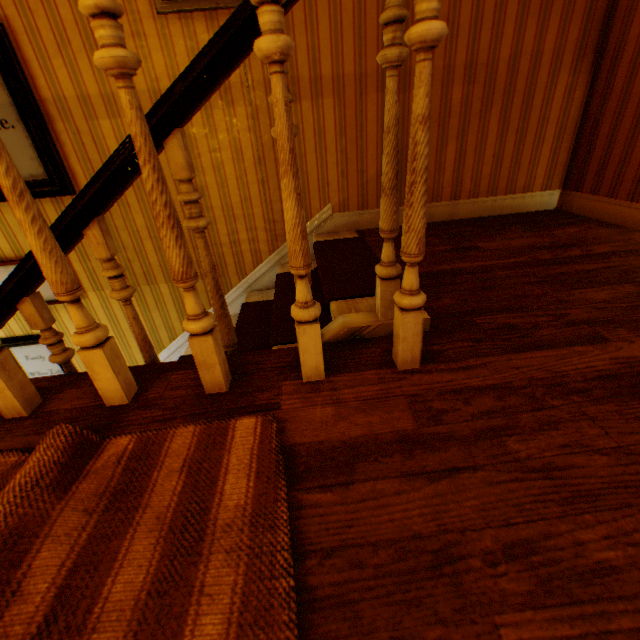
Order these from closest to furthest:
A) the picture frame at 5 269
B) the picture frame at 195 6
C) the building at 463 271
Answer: the building at 463 271 < the picture frame at 195 6 < the picture frame at 5 269

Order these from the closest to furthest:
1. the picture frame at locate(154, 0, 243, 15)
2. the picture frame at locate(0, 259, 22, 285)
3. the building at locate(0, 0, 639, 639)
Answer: the building at locate(0, 0, 639, 639) < the picture frame at locate(154, 0, 243, 15) < the picture frame at locate(0, 259, 22, 285)

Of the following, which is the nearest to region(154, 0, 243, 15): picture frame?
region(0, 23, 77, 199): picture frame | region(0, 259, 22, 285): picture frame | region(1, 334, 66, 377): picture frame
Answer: region(0, 23, 77, 199): picture frame

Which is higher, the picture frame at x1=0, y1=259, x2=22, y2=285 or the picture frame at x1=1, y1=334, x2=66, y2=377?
the picture frame at x1=0, y1=259, x2=22, y2=285

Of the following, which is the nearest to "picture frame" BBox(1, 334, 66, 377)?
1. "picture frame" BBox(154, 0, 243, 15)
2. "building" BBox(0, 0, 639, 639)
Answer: "building" BBox(0, 0, 639, 639)

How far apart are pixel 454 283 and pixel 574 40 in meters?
2.2 m

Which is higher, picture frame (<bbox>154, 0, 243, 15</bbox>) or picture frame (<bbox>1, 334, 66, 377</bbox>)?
picture frame (<bbox>154, 0, 243, 15</bbox>)

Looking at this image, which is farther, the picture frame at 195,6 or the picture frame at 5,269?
the picture frame at 5,269
